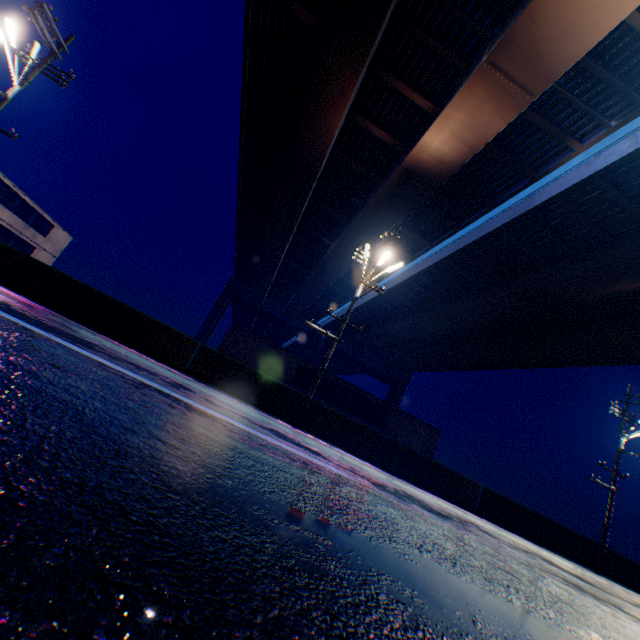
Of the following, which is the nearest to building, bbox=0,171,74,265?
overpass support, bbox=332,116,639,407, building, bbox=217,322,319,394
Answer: building, bbox=217,322,319,394

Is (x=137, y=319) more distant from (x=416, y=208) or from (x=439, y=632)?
(x=416, y=208)

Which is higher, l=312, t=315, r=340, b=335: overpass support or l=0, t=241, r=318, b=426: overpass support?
l=312, t=315, r=340, b=335: overpass support

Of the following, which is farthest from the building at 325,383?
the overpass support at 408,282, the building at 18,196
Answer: the overpass support at 408,282

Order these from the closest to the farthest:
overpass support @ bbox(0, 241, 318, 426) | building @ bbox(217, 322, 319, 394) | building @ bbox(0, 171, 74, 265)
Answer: overpass support @ bbox(0, 241, 318, 426)
building @ bbox(217, 322, 319, 394)
building @ bbox(0, 171, 74, 265)

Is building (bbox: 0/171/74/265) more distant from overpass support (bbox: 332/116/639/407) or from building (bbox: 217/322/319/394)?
overpass support (bbox: 332/116/639/407)
